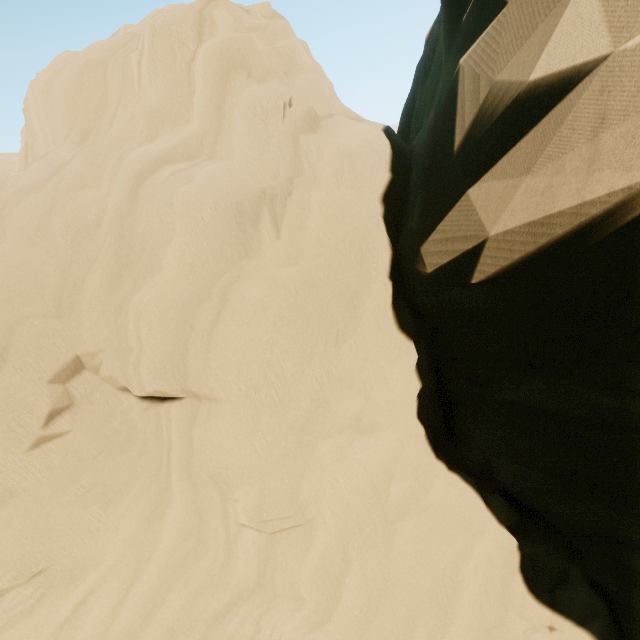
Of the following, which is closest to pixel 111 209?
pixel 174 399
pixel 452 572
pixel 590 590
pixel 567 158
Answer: pixel 174 399
